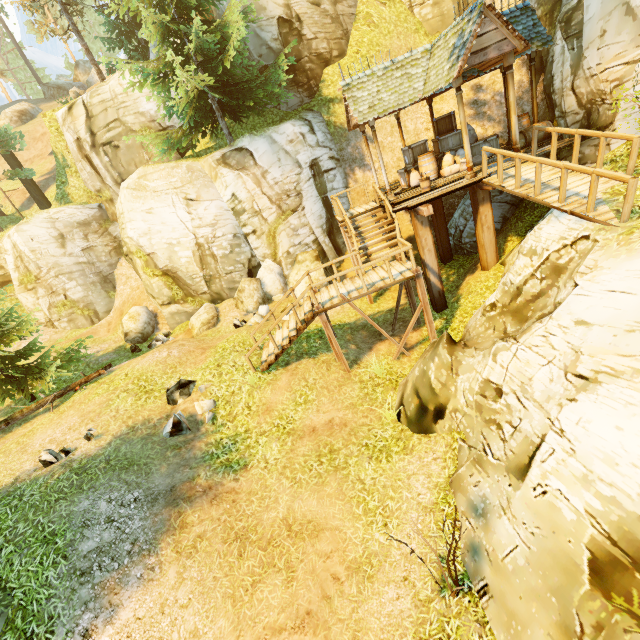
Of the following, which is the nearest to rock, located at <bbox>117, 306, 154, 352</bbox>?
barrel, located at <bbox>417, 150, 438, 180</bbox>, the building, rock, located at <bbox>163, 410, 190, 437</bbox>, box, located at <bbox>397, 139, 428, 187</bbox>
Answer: rock, located at <bbox>163, 410, 190, 437</bbox>

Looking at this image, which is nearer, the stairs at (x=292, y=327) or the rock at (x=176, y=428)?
the rock at (x=176, y=428)

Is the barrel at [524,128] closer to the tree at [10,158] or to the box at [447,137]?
the box at [447,137]

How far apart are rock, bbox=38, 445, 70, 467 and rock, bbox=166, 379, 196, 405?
2.63m

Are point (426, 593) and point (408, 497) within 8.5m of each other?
yes

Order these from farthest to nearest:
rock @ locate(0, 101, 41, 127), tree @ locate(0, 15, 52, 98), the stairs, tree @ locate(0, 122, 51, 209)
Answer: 1. tree @ locate(0, 15, 52, 98)
2. rock @ locate(0, 101, 41, 127)
3. tree @ locate(0, 122, 51, 209)
4. the stairs

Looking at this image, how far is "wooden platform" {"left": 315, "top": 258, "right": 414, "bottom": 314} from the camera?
10.1 meters

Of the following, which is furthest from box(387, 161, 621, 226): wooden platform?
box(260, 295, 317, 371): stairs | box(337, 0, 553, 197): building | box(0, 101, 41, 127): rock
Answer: box(0, 101, 41, 127): rock
